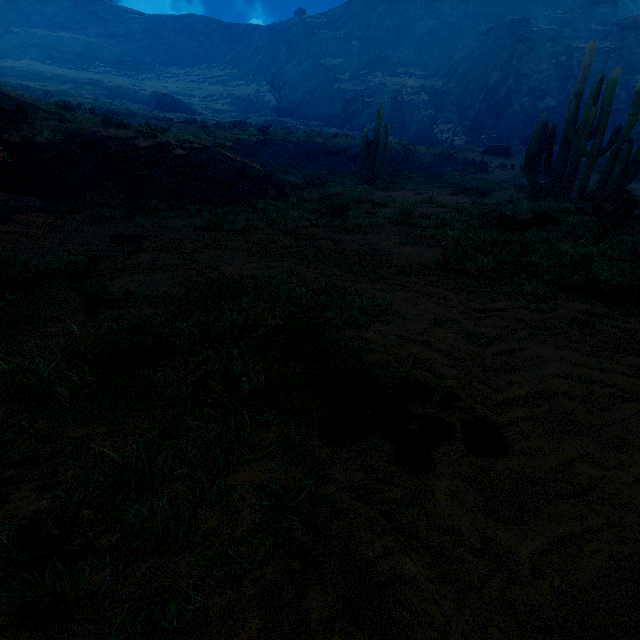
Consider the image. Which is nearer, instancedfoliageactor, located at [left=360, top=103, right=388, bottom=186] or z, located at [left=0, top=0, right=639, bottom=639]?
z, located at [left=0, top=0, right=639, bottom=639]

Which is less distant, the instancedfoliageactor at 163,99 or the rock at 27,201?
the rock at 27,201

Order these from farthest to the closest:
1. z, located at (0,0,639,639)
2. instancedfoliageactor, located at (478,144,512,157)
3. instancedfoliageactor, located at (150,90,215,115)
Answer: instancedfoliageactor, located at (150,90,215,115) < instancedfoliageactor, located at (478,144,512,157) < z, located at (0,0,639,639)

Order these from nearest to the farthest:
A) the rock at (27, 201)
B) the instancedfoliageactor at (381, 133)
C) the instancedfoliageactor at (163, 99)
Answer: the rock at (27, 201)
the instancedfoliageactor at (381, 133)
the instancedfoliageactor at (163, 99)

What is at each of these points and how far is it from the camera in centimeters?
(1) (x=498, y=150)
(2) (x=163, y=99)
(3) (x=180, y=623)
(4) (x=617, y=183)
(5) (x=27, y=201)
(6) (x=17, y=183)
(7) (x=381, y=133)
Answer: (1) instancedfoliageactor, 2780cm
(2) instancedfoliageactor, 4497cm
(3) z, 91cm
(4) instancedfoliageactor, 1084cm
(5) rock, 800cm
(6) mining cart, 805cm
(7) instancedfoliageactor, 1767cm

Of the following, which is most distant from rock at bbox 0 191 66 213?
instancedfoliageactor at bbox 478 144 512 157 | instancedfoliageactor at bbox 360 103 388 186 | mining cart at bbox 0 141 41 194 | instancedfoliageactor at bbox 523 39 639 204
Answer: instancedfoliageactor at bbox 478 144 512 157

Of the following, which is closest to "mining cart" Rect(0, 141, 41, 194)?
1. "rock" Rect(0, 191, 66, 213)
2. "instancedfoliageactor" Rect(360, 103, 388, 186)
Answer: "rock" Rect(0, 191, 66, 213)

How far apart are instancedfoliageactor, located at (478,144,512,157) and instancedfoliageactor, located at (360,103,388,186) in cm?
1568
